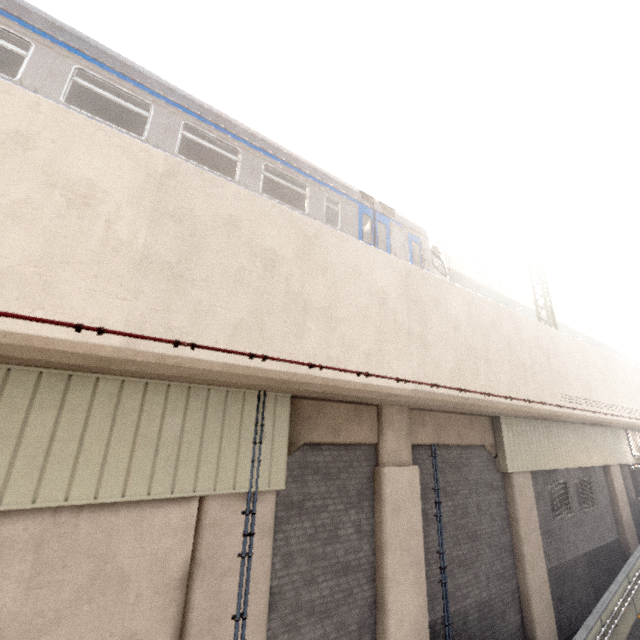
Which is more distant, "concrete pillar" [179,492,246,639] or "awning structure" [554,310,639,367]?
"awning structure" [554,310,639,367]

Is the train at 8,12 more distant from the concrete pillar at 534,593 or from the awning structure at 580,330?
the concrete pillar at 534,593

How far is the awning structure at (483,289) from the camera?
16.3m

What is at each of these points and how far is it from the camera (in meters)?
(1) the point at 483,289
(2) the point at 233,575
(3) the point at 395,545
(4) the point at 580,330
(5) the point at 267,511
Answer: (1) awning structure, 18.36
(2) concrete pillar, 5.40
(3) concrete pillar, 7.43
(4) awning structure, 24.77
(5) concrete pillar, 5.99

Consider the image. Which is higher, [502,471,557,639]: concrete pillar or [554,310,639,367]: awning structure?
[554,310,639,367]: awning structure

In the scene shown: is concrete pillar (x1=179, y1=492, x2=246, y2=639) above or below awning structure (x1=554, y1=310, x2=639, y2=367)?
below

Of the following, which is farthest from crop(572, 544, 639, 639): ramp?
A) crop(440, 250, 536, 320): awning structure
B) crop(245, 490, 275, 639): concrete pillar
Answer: crop(440, 250, 536, 320): awning structure

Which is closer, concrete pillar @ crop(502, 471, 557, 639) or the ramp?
the ramp
